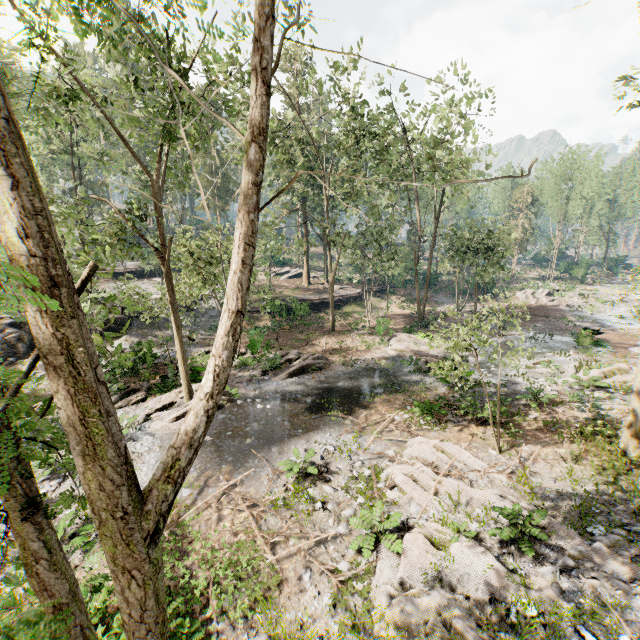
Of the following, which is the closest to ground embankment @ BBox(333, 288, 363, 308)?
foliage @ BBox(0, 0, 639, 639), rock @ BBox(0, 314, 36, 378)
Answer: foliage @ BBox(0, 0, 639, 639)

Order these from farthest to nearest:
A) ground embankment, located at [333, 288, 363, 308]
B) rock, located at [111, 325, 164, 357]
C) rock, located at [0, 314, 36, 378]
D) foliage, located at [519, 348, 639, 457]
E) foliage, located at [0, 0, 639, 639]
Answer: ground embankment, located at [333, 288, 363, 308] → rock, located at [0, 314, 36, 378] → rock, located at [111, 325, 164, 357] → foliage, located at [519, 348, 639, 457] → foliage, located at [0, 0, 639, 639]

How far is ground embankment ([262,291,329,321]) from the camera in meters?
30.5

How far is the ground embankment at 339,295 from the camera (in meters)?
37.03

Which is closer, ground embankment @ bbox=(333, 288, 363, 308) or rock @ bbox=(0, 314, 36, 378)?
rock @ bbox=(0, 314, 36, 378)

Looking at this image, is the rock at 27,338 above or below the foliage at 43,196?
below

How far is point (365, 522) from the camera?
8.86m
